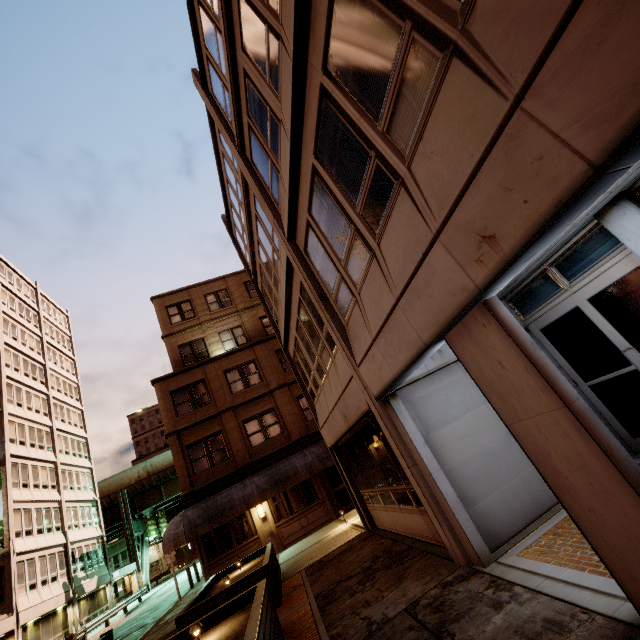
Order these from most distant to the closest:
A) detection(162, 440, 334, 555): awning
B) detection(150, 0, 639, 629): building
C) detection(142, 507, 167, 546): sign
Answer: detection(142, 507, 167, 546): sign < detection(162, 440, 334, 555): awning < detection(150, 0, 639, 629): building

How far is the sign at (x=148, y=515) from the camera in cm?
4434

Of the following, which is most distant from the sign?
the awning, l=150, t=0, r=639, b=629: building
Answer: l=150, t=0, r=639, b=629: building

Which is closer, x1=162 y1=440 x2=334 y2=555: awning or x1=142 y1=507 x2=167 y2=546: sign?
x1=162 y1=440 x2=334 y2=555: awning

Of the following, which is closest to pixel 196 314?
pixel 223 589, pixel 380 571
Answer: pixel 223 589

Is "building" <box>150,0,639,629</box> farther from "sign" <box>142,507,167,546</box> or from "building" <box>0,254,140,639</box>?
"sign" <box>142,507,167,546</box>

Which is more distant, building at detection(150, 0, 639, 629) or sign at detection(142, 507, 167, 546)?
sign at detection(142, 507, 167, 546)

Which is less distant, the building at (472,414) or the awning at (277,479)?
the building at (472,414)
